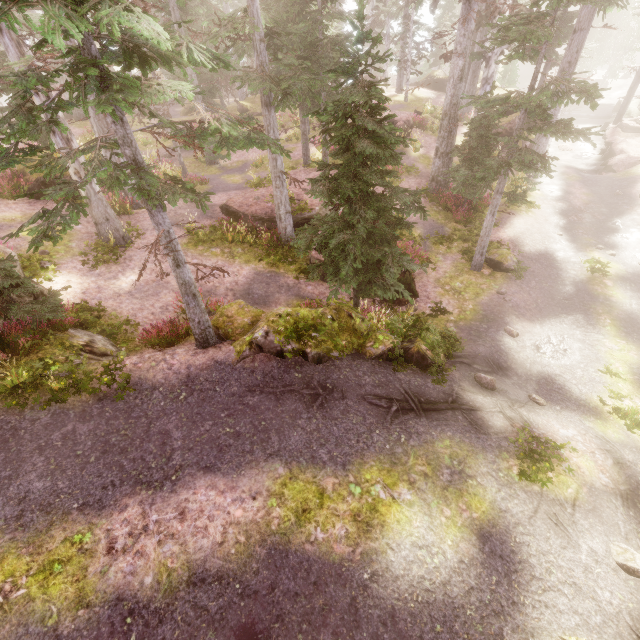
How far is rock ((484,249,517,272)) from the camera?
14.3 meters

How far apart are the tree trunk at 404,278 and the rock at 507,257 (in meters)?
3.52

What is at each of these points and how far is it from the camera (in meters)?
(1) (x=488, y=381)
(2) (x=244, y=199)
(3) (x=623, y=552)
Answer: (1) instancedfoliageactor, 9.30
(2) rock, 16.64
(3) instancedfoliageactor, 5.70

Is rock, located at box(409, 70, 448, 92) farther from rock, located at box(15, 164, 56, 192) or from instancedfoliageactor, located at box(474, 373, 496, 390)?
rock, located at box(15, 164, 56, 192)

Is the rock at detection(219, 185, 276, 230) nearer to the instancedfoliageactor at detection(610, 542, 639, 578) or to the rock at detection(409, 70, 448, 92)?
the instancedfoliageactor at detection(610, 542, 639, 578)

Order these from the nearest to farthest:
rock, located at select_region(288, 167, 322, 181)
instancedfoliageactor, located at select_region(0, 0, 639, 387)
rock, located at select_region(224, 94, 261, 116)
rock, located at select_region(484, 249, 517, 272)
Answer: instancedfoliageactor, located at select_region(0, 0, 639, 387), rock, located at select_region(484, 249, 517, 272), rock, located at select_region(288, 167, 322, 181), rock, located at select_region(224, 94, 261, 116)

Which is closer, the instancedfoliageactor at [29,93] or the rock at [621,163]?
the instancedfoliageactor at [29,93]

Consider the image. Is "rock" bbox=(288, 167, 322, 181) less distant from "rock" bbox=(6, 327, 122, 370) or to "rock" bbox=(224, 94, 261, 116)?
"rock" bbox=(6, 327, 122, 370)
